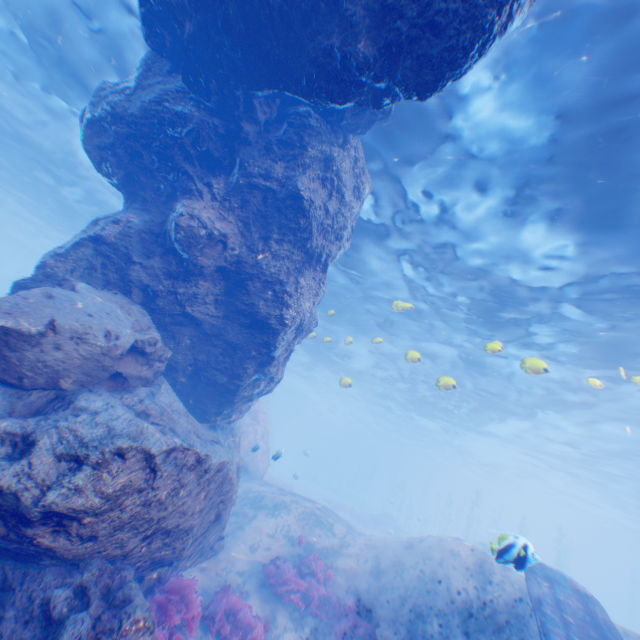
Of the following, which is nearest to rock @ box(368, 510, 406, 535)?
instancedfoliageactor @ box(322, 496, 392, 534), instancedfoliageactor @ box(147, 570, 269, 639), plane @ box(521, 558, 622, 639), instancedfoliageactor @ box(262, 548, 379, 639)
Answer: instancedfoliageactor @ box(322, 496, 392, 534)

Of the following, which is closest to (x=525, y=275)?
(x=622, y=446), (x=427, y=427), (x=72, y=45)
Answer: (x=72, y=45)

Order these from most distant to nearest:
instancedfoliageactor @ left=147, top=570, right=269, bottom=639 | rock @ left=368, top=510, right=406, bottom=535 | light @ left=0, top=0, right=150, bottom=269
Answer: rock @ left=368, top=510, right=406, bottom=535 < light @ left=0, top=0, right=150, bottom=269 < instancedfoliageactor @ left=147, top=570, right=269, bottom=639

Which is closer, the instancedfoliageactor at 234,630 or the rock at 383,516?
the instancedfoliageactor at 234,630

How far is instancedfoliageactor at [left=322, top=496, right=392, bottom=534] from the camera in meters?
30.9 m

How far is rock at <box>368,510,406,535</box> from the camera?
32.7 meters

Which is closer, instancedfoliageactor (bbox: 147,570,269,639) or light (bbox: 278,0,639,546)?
instancedfoliageactor (bbox: 147,570,269,639)

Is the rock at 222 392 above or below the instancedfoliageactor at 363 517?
above
